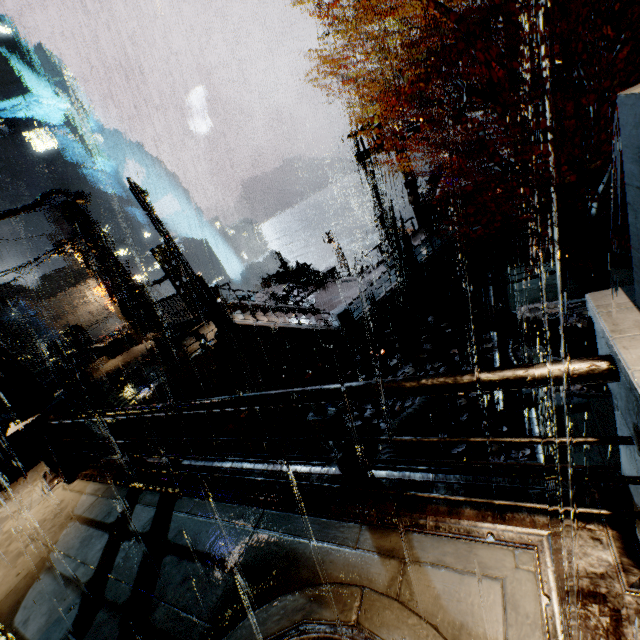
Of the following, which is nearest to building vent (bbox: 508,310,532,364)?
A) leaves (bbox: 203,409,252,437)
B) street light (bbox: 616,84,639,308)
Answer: street light (bbox: 616,84,639,308)

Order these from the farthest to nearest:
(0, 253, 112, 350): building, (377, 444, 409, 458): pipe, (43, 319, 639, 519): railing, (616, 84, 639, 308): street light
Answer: (0, 253, 112, 350): building
(377, 444, 409, 458): pipe
(43, 319, 639, 519): railing
(616, 84, 639, 308): street light

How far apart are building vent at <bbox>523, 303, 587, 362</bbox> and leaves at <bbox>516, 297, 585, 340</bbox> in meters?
0.0 m

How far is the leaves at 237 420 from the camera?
13.9m

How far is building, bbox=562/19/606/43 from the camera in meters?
12.0 m

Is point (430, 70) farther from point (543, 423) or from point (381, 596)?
point (381, 596)

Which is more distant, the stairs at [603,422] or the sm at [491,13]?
the sm at [491,13]

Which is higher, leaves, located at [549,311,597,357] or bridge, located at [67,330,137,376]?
bridge, located at [67,330,137,376]
